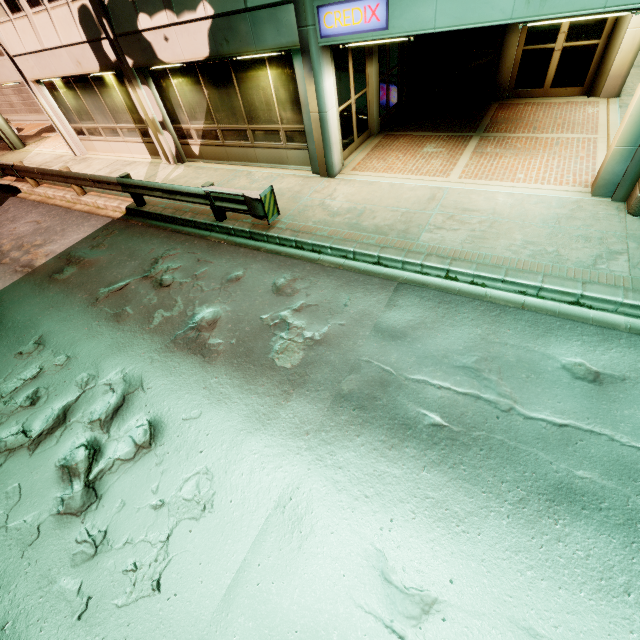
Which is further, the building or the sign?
the building

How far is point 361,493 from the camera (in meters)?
3.82

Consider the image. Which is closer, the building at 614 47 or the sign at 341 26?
the sign at 341 26
